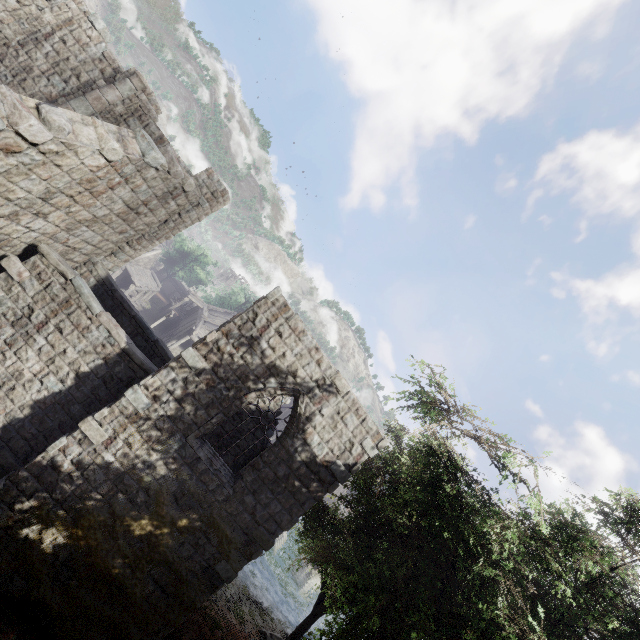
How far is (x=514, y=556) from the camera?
9.08m

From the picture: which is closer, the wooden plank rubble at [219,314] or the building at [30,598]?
the building at [30,598]

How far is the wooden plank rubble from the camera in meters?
36.3

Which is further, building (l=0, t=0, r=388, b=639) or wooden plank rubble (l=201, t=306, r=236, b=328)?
wooden plank rubble (l=201, t=306, r=236, b=328)

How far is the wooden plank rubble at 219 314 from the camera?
36.3 meters
